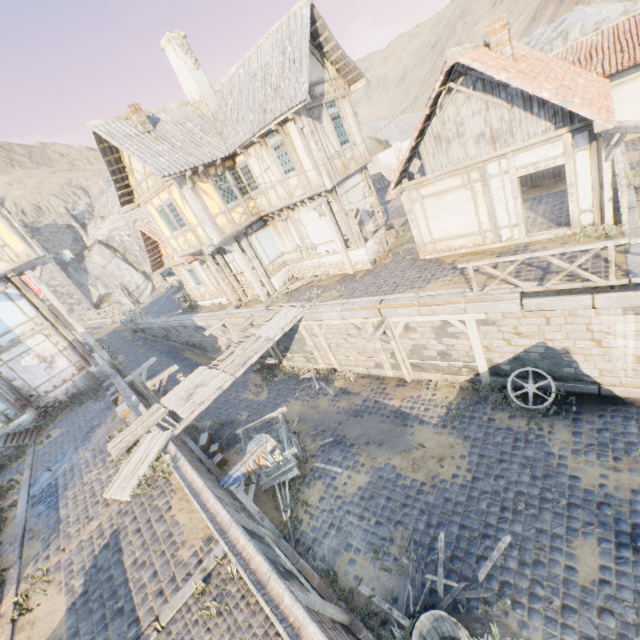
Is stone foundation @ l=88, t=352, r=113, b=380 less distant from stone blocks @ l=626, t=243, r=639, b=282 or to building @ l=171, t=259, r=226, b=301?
stone blocks @ l=626, t=243, r=639, b=282

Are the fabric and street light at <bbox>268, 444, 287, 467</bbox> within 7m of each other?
yes

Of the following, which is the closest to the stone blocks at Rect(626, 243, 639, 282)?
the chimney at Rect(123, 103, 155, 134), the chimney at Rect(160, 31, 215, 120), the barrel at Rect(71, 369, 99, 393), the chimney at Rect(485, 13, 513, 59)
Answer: the barrel at Rect(71, 369, 99, 393)

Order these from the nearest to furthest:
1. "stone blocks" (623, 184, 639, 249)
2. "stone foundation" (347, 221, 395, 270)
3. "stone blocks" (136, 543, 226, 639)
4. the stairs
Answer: "stone blocks" (136, 543, 226, 639) → "stone blocks" (623, 184, 639, 249) → the stairs → "stone foundation" (347, 221, 395, 270)

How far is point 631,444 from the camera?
7.6 meters

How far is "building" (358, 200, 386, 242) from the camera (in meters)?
15.08

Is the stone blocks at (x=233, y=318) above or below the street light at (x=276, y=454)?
above

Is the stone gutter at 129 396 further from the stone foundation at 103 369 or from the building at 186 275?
the building at 186 275
